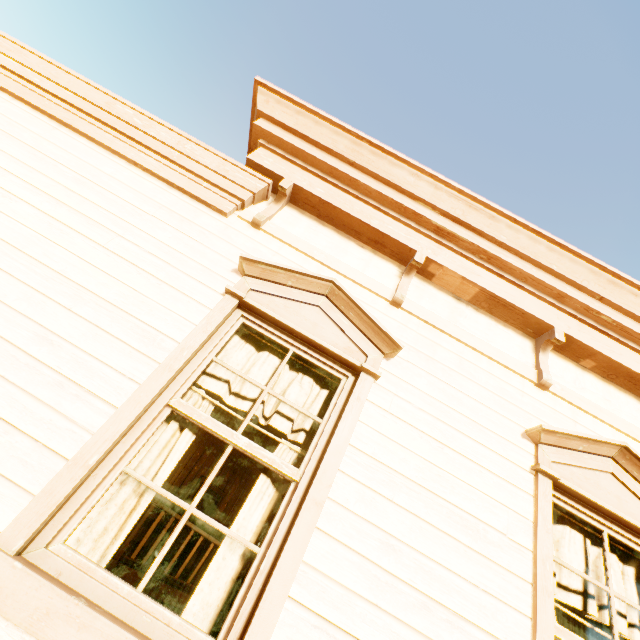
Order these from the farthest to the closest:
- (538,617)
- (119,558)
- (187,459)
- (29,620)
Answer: (187,459), (119,558), (538,617), (29,620)

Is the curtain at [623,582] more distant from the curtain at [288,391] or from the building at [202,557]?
the curtain at [288,391]

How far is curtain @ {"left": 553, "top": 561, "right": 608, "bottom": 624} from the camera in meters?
2.1 m

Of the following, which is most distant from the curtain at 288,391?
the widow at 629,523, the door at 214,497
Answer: the door at 214,497

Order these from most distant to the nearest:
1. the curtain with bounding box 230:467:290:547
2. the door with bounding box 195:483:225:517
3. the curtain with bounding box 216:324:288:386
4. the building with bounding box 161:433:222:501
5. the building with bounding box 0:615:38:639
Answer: the door with bounding box 195:483:225:517, the building with bounding box 161:433:222:501, the curtain with bounding box 216:324:288:386, the curtain with bounding box 230:467:290:547, the building with bounding box 0:615:38:639

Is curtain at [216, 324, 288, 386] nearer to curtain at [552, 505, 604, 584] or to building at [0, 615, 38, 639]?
building at [0, 615, 38, 639]

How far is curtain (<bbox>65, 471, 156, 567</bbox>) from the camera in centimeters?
161cm
